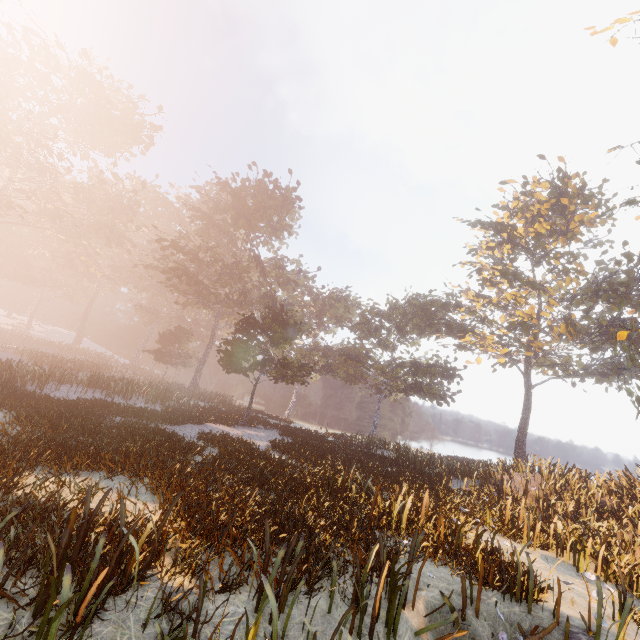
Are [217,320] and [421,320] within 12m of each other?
no
